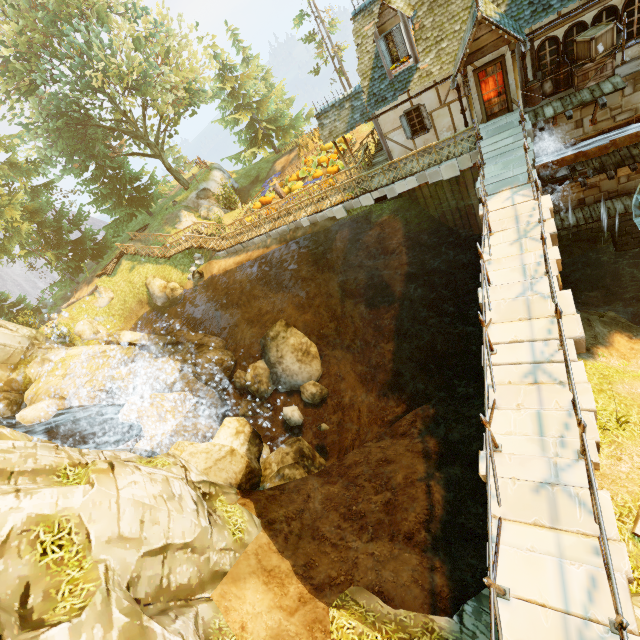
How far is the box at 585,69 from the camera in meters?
11.4 m

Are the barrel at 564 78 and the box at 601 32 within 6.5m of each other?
yes

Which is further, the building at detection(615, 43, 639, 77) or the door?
the door

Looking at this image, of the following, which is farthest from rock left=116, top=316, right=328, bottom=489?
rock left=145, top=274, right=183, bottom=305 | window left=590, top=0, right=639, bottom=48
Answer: window left=590, top=0, right=639, bottom=48

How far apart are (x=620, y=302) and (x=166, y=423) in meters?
22.3 m

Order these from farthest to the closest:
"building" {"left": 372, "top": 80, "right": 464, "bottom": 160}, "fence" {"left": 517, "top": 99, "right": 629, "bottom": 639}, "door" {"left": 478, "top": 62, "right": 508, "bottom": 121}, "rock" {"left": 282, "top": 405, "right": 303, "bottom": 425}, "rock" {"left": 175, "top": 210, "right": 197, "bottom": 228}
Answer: "rock" {"left": 175, "top": 210, "right": 197, "bottom": 228}, "rock" {"left": 282, "top": 405, "right": 303, "bottom": 425}, "building" {"left": 372, "top": 80, "right": 464, "bottom": 160}, "door" {"left": 478, "top": 62, "right": 508, "bottom": 121}, "fence" {"left": 517, "top": 99, "right": 629, "bottom": 639}

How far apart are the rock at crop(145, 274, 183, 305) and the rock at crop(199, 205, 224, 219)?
6.8m

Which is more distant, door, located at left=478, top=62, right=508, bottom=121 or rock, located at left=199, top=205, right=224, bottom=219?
rock, located at left=199, top=205, right=224, bottom=219
